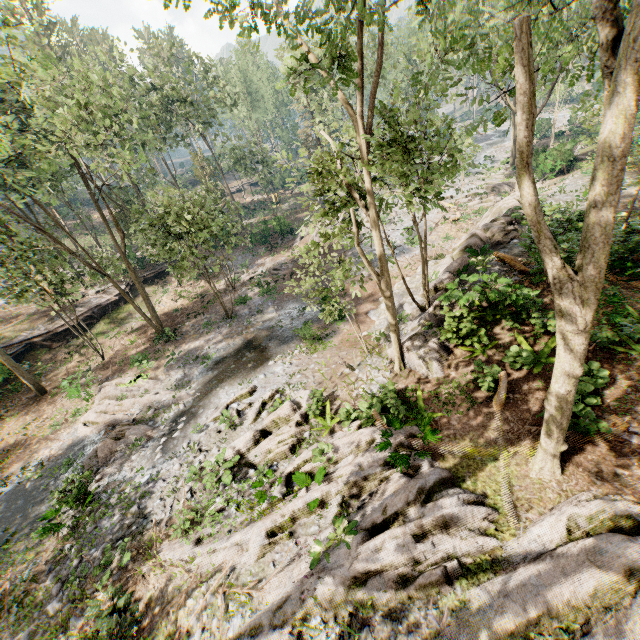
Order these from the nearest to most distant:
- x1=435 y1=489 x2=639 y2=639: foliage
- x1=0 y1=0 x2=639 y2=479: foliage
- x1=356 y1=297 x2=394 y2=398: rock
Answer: x1=0 y1=0 x2=639 y2=479: foliage → x1=435 y1=489 x2=639 y2=639: foliage → x1=356 y1=297 x2=394 y2=398: rock

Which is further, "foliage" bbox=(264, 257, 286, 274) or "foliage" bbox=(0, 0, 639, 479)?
"foliage" bbox=(264, 257, 286, 274)

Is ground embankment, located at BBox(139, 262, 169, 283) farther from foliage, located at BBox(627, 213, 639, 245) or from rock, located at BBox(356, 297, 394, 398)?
rock, located at BBox(356, 297, 394, 398)

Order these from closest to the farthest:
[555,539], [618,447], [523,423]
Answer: [555,539], [618,447], [523,423]

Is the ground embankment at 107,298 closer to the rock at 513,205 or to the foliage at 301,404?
the foliage at 301,404
